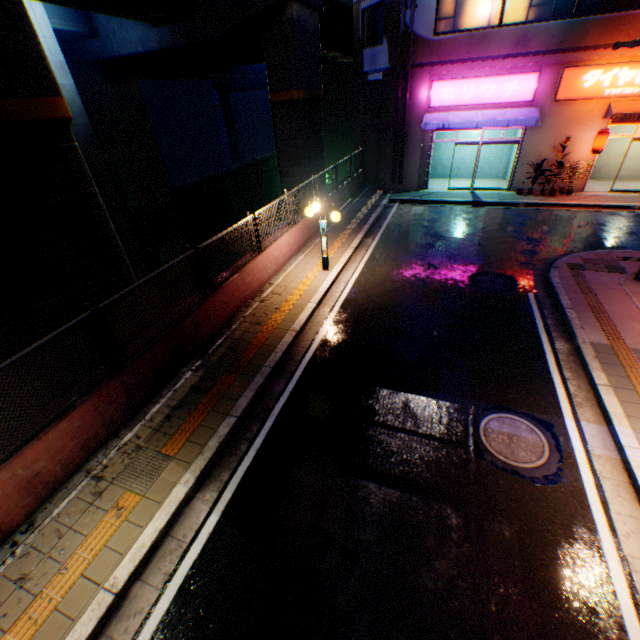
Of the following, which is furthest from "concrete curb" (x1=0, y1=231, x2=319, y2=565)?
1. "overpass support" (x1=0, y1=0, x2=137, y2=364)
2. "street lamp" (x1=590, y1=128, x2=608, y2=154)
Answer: "street lamp" (x1=590, y1=128, x2=608, y2=154)

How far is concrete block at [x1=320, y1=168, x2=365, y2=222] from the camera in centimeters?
1421cm

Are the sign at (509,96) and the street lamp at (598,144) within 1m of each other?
no

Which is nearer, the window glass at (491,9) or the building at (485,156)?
the window glass at (491,9)

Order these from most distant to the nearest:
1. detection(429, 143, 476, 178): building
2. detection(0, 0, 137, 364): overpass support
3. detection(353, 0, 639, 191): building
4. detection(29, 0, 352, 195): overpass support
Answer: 1. detection(429, 143, 476, 178): building
2. detection(353, 0, 639, 191): building
3. detection(29, 0, 352, 195): overpass support
4. detection(0, 0, 137, 364): overpass support

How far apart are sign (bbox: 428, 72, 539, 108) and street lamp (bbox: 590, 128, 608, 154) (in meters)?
3.12

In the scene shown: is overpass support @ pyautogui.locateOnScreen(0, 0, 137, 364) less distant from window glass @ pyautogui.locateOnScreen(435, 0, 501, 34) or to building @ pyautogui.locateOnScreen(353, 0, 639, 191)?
building @ pyautogui.locateOnScreen(353, 0, 639, 191)

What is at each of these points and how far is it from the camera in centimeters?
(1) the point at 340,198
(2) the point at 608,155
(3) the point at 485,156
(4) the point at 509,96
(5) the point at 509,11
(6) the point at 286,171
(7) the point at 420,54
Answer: (1) concrete block, 1631cm
(2) building, 1731cm
(3) building, 1922cm
(4) sign, 1495cm
(5) window glass, 1384cm
(6) overpass support, 1595cm
(7) building, 1515cm
